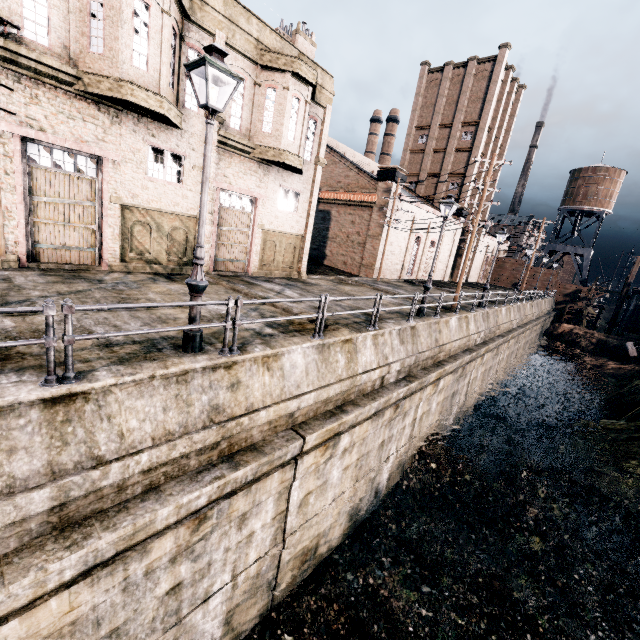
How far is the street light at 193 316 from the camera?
6.9 meters

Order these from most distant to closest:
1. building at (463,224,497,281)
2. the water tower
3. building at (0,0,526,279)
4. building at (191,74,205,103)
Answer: the water tower → building at (463,224,497,281) → building at (191,74,205,103) → building at (0,0,526,279)

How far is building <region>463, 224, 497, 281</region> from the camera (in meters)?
51.25

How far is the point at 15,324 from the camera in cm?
693

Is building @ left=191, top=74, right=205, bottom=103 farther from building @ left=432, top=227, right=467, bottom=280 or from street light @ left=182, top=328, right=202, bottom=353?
street light @ left=182, top=328, right=202, bottom=353

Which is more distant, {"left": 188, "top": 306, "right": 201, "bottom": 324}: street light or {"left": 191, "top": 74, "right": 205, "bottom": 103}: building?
{"left": 191, "top": 74, "right": 205, "bottom": 103}: building

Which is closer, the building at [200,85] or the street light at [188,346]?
the street light at [188,346]

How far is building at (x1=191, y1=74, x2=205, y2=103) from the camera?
14.3 meters
